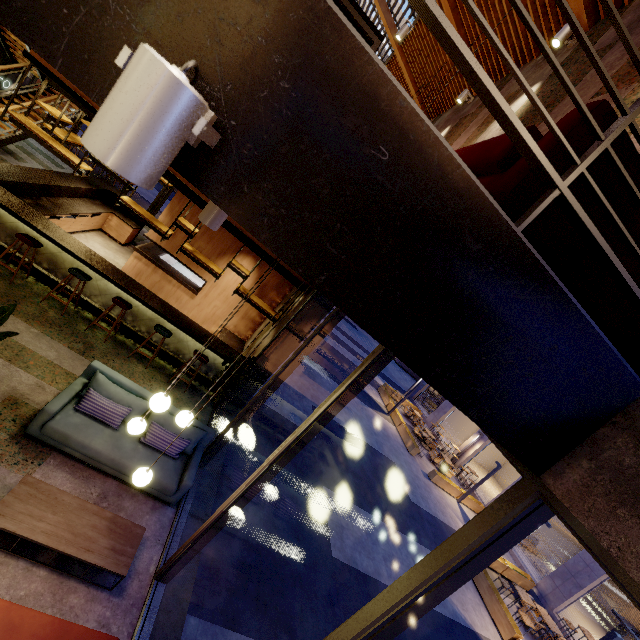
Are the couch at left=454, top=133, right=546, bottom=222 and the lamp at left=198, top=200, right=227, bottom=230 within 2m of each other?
yes

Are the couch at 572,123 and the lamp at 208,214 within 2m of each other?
yes

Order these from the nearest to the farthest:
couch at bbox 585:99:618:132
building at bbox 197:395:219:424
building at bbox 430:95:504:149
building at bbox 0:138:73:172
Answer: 1. couch at bbox 585:99:618:132
2. building at bbox 430:95:504:149
3. building at bbox 197:395:219:424
4. building at bbox 0:138:73:172

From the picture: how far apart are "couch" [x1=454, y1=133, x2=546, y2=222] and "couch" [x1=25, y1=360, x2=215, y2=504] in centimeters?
452cm

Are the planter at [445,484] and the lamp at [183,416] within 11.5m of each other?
no

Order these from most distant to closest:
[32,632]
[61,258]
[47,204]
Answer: [47,204]
[61,258]
[32,632]

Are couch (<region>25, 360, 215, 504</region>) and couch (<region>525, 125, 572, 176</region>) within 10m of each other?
yes

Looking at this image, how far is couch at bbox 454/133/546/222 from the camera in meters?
1.2
